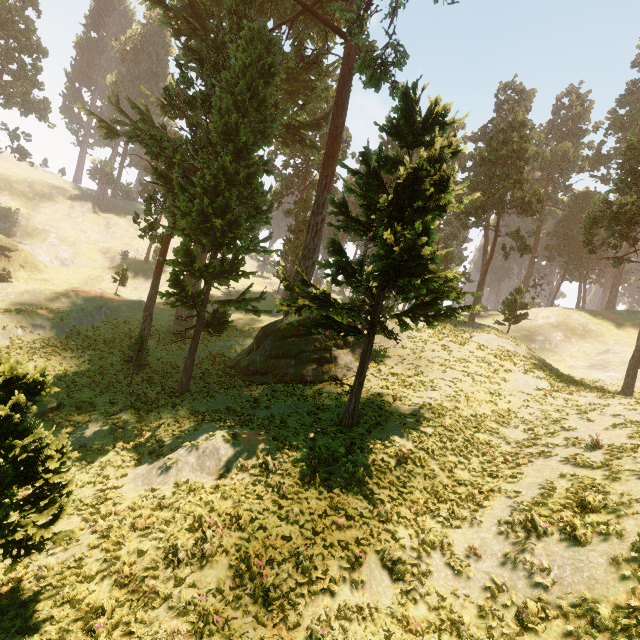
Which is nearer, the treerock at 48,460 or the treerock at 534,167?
the treerock at 48,460

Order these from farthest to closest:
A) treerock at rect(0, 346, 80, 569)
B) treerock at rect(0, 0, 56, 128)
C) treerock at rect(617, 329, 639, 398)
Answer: treerock at rect(0, 0, 56, 128) → treerock at rect(617, 329, 639, 398) → treerock at rect(0, 346, 80, 569)

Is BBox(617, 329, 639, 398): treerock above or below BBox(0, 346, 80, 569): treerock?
above

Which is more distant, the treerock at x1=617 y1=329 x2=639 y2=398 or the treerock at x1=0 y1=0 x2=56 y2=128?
the treerock at x1=0 y1=0 x2=56 y2=128

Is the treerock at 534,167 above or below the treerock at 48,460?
above

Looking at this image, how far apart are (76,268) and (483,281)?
62.5m
